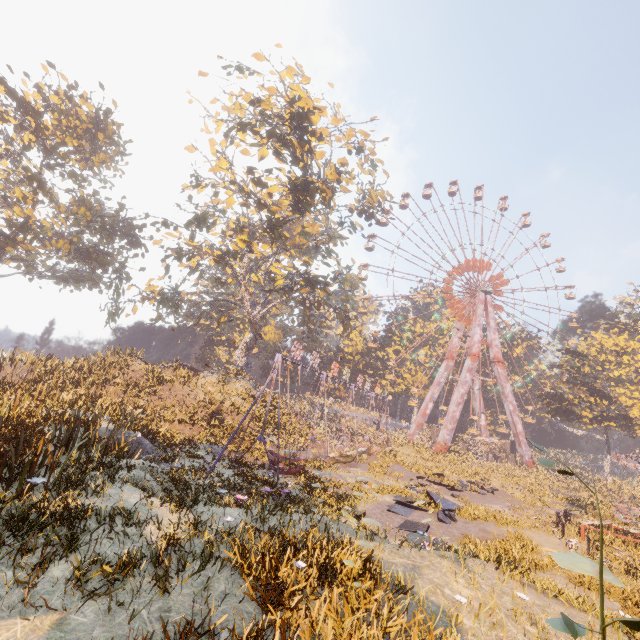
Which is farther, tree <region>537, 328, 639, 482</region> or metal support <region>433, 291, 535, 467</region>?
metal support <region>433, 291, 535, 467</region>

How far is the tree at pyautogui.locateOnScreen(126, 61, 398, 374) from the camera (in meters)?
21.22

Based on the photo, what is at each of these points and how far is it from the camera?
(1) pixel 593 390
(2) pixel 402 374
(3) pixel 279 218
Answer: (1) tree, 43.6 meters
(2) instancedfoliageactor, 57.0 meters
(3) tree, 27.5 meters

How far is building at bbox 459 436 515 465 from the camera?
46.8 meters

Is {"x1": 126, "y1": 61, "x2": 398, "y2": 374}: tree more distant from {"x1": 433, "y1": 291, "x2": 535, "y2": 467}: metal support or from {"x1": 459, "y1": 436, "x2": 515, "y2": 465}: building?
{"x1": 459, "y1": 436, "x2": 515, "y2": 465}: building

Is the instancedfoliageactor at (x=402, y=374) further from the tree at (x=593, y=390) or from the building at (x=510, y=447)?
the tree at (x=593, y=390)

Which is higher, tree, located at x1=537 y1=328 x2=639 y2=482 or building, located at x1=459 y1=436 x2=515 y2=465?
tree, located at x1=537 y1=328 x2=639 y2=482

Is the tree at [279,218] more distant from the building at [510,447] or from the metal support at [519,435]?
the building at [510,447]
